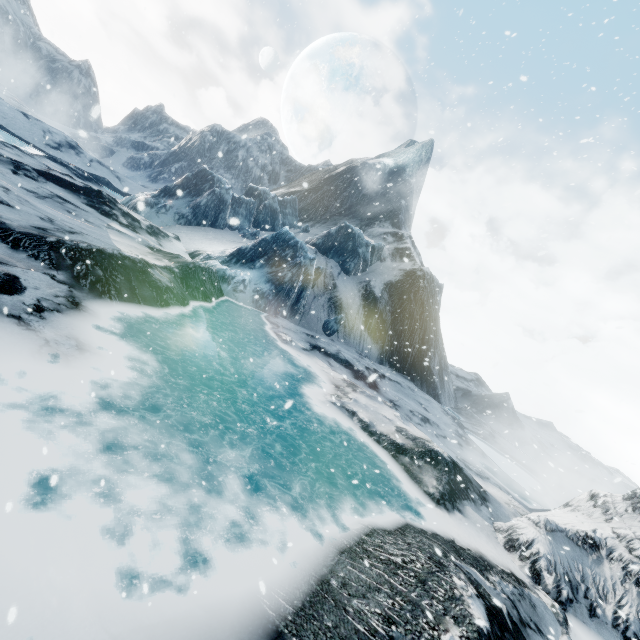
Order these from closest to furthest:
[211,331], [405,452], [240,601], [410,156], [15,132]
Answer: [240,601]
[405,452]
[211,331]
[15,132]
[410,156]
